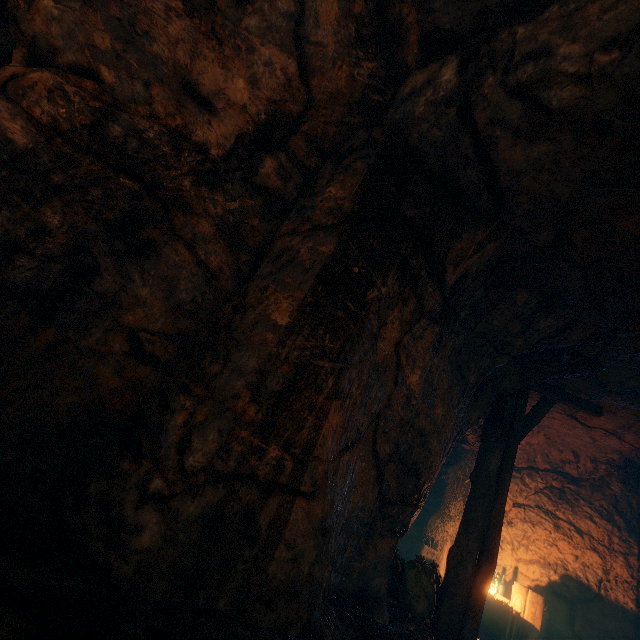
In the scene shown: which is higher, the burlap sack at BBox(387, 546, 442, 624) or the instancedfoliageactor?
the burlap sack at BBox(387, 546, 442, 624)

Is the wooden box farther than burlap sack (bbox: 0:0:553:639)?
Yes

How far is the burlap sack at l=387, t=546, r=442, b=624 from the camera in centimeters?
450cm

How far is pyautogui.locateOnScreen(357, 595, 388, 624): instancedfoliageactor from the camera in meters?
3.7

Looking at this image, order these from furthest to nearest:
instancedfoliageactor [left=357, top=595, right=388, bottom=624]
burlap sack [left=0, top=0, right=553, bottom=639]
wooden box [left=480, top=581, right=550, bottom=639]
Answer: wooden box [left=480, top=581, right=550, bottom=639] → instancedfoliageactor [left=357, top=595, right=388, bottom=624] → burlap sack [left=0, top=0, right=553, bottom=639]

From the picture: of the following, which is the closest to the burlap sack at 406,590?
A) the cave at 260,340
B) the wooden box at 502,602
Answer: the cave at 260,340

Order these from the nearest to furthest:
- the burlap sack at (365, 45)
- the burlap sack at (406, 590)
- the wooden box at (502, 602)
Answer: the burlap sack at (365, 45)
the burlap sack at (406, 590)
the wooden box at (502, 602)

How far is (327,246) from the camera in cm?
298
